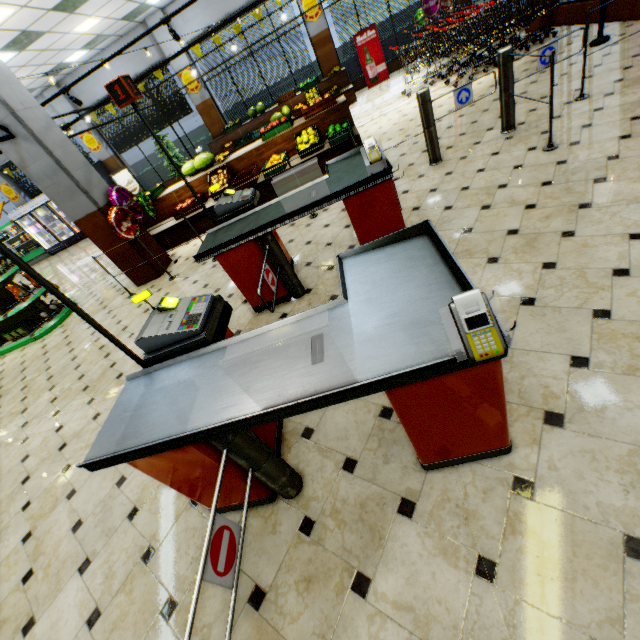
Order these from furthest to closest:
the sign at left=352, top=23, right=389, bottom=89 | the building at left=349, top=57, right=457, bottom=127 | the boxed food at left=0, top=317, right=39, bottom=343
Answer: the sign at left=352, top=23, right=389, bottom=89
the building at left=349, top=57, right=457, bottom=127
the boxed food at left=0, top=317, right=39, bottom=343

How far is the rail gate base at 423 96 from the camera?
4.3 meters

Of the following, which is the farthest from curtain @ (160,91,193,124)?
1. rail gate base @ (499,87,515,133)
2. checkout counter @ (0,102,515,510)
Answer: rail gate base @ (499,87,515,133)

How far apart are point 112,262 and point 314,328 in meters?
9.9

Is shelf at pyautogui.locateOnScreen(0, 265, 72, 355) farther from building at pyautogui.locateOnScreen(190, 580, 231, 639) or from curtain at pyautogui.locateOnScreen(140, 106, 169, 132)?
curtain at pyautogui.locateOnScreen(140, 106, 169, 132)

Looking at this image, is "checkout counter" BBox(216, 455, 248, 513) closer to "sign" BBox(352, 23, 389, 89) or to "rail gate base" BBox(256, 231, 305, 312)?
"rail gate base" BBox(256, 231, 305, 312)

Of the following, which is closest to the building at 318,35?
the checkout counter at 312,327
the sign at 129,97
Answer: the checkout counter at 312,327

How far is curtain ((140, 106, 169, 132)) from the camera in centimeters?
1298cm
